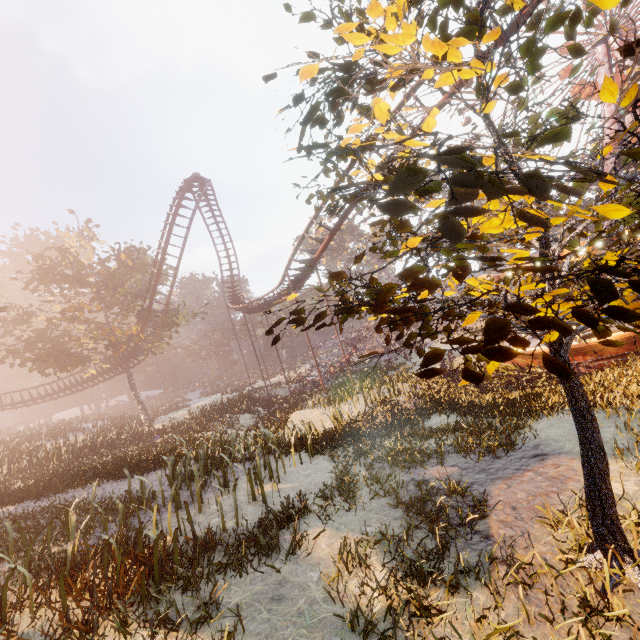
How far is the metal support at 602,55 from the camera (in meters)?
36.10

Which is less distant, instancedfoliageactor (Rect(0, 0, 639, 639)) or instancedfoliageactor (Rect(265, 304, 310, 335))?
instancedfoliageactor (Rect(0, 0, 639, 639))

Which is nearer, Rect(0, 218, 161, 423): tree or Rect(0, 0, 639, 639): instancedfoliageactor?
Rect(0, 0, 639, 639): instancedfoliageactor

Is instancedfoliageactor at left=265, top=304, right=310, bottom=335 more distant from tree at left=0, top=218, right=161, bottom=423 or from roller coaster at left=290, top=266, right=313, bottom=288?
tree at left=0, top=218, right=161, bottom=423

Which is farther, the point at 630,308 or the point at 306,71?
the point at 306,71

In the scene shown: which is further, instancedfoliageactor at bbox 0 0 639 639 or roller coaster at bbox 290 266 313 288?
roller coaster at bbox 290 266 313 288

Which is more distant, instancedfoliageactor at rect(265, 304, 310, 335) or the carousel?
the carousel

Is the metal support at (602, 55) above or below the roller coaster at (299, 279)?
above
